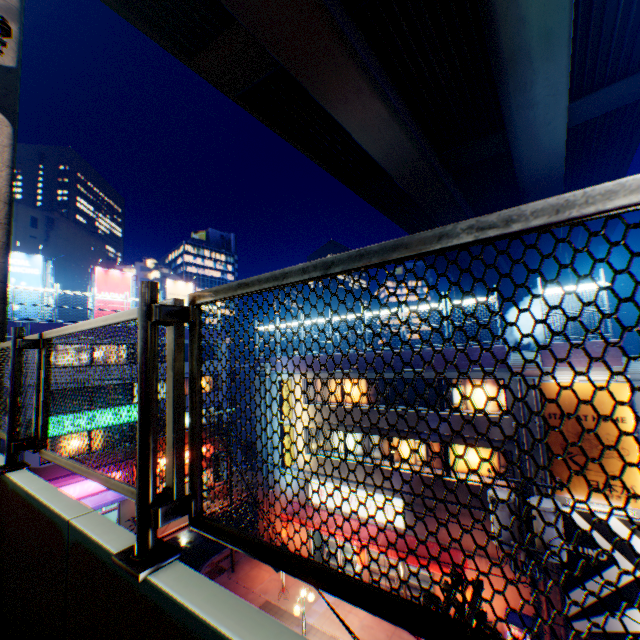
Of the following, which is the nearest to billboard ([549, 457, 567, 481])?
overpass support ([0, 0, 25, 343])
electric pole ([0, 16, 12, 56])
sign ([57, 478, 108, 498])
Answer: overpass support ([0, 0, 25, 343])

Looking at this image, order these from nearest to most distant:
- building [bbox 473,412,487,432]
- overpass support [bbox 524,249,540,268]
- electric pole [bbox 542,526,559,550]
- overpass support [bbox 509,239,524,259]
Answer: electric pole [bbox 542,526,559,550] < building [bbox 473,412,487,432] < overpass support [bbox 509,239,524,259] < overpass support [bbox 524,249,540,268]

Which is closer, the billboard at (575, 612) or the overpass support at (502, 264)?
the billboard at (575, 612)

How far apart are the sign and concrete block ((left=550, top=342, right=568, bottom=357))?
27.4 meters

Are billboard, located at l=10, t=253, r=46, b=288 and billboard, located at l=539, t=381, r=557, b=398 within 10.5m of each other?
no

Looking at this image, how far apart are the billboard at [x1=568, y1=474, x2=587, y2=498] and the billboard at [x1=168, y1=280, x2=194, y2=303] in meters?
28.2 m

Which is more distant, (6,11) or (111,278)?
(111,278)

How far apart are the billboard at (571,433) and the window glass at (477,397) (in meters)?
1.69
